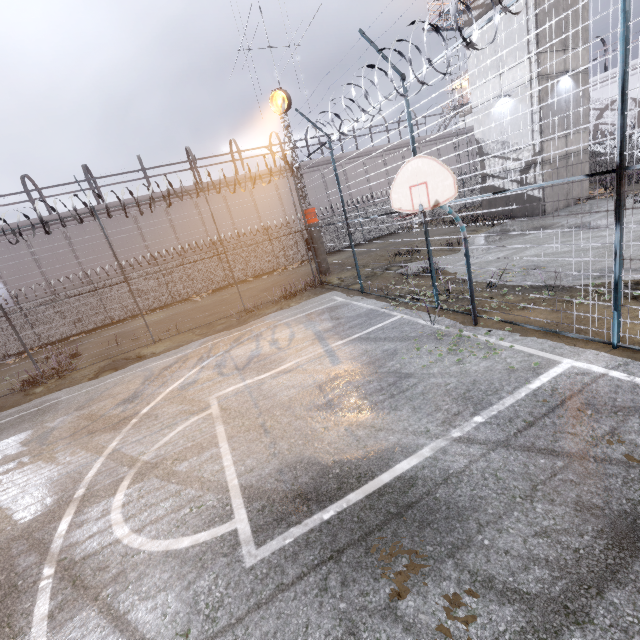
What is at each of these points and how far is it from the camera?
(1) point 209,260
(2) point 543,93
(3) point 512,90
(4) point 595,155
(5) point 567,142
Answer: (1) fence, 23.0 meters
(2) building, 16.3 meters
(3) building, 17.2 meters
(4) fence, 24.3 meters
(5) building, 17.6 meters

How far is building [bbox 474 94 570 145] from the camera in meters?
16.6 m

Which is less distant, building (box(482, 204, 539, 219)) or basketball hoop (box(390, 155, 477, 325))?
basketball hoop (box(390, 155, 477, 325))

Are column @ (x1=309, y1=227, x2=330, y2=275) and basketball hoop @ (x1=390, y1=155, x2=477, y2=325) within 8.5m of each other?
no

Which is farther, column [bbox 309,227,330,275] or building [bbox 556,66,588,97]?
column [bbox 309,227,330,275]

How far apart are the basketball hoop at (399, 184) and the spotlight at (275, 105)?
11.7m

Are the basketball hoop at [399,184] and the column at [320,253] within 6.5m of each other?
no

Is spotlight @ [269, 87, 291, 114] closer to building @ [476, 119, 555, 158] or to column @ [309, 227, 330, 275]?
column @ [309, 227, 330, 275]
